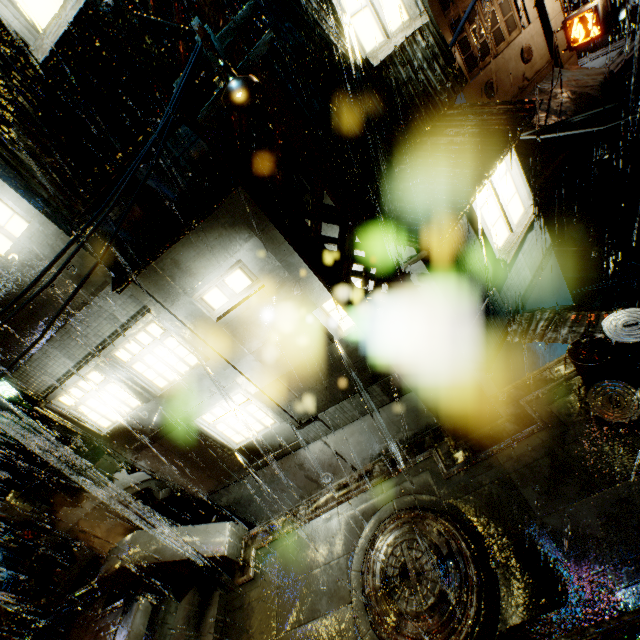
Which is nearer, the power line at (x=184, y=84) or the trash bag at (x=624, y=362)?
the power line at (x=184, y=84)

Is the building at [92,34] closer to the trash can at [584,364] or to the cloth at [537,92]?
the cloth at [537,92]

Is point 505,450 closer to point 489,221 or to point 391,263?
point 391,263

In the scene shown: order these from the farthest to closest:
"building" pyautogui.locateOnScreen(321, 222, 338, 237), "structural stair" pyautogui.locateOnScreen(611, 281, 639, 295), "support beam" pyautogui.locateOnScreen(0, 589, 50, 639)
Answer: "structural stair" pyautogui.locateOnScreen(611, 281, 639, 295) < "support beam" pyautogui.locateOnScreen(0, 589, 50, 639) < "building" pyautogui.locateOnScreen(321, 222, 338, 237)

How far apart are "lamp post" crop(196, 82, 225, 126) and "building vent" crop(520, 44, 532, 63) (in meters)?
21.80

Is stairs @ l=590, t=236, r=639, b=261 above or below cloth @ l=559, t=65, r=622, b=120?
below

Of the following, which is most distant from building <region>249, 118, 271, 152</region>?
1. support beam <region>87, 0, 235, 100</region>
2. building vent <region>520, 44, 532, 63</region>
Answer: support beam <region>87, 0, 235, 100</region>

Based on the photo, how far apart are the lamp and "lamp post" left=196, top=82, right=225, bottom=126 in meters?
0.1
